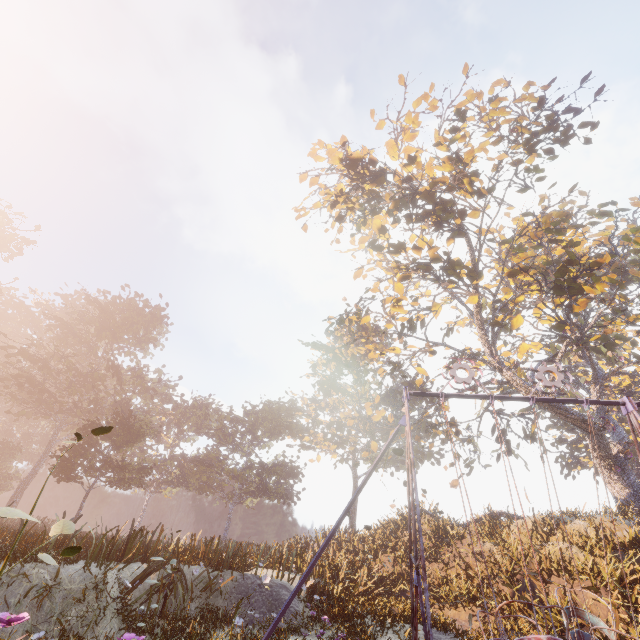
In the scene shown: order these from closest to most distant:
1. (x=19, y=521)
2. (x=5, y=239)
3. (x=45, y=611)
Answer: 1. (x=45, y=611)
2. (x=19, y=521)
3. (x=5, y=239)

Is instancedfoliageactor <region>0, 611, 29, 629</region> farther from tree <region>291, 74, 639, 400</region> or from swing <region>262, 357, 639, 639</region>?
tree <region>291, 74, 639, 400</region>

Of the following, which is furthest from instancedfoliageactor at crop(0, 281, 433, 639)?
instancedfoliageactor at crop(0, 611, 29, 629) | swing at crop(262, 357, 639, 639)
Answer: swing at crop(262, 357, 639, 639)

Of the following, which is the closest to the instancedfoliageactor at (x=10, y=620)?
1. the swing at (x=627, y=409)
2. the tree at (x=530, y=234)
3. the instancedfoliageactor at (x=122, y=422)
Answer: the swing at (x=627, y=409)

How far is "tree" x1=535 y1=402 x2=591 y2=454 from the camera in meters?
19.4

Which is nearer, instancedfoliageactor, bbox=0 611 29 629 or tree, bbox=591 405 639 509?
instancedfoliageactor, bbox=0 611 29 629

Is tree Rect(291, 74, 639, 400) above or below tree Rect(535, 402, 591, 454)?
above
